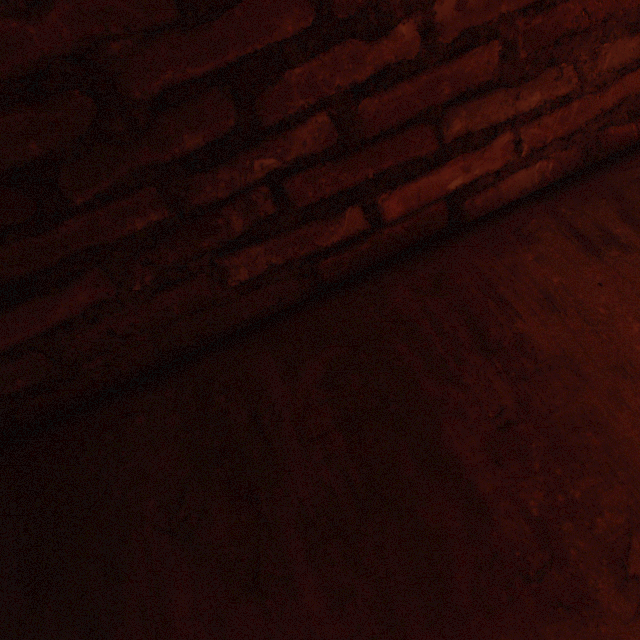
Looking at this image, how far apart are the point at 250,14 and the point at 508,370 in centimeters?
92cm
